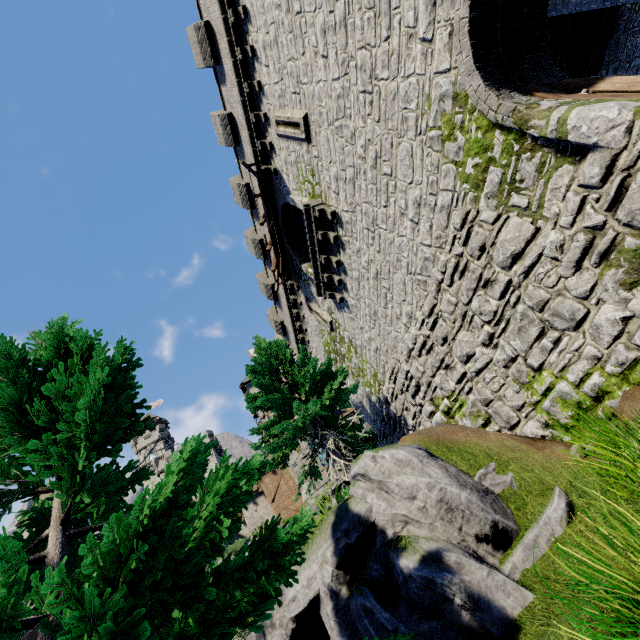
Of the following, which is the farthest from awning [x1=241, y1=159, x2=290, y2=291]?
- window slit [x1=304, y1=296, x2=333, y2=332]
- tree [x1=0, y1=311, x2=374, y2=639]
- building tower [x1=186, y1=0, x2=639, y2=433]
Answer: tree [x1=0, y1=311, x2=374, y2=639]

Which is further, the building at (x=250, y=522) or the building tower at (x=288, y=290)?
the building at (x=250, y=522)

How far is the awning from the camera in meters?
13.5

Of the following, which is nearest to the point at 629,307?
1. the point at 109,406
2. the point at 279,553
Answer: the point at 279,553

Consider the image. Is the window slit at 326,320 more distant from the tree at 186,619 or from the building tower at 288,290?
the tree at 186,619

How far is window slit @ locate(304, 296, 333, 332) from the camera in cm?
1561

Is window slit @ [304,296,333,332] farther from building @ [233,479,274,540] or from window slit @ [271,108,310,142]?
building @ [233,479,274,540]

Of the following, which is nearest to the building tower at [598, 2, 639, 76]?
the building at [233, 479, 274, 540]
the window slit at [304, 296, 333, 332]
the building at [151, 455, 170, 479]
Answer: the window slit at [304, 296, 333, 332]
